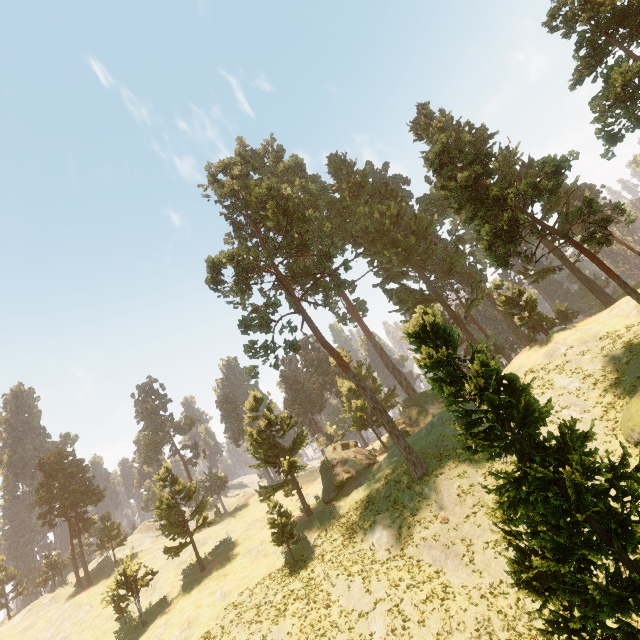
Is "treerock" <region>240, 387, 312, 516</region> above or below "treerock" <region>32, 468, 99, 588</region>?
below

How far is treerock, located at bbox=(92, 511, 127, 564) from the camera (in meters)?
56.28

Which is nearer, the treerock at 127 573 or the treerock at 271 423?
the treerock at 127 573

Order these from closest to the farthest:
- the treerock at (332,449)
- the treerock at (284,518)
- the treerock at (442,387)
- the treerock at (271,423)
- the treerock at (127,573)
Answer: the treerock at (442,387) < the treerock at (284,518) < the treerock at (127,573) < the treerock at (271,423) < the treerock at (332,449)

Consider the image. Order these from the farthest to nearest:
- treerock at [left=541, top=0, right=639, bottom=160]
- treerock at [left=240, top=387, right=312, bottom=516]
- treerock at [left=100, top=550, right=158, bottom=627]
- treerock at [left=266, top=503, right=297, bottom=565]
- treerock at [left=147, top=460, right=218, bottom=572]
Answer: treerock at [left=147, top=460, right=218, bottom=572] → treerock at [left=240, top=387, right=312, bottom=516] → treerock at [left=100, top=550, right=158, bottom=627] → treerock at [left=266, top=503, right=297, bottom=565] → treerock at [left=541, top=0, right=639, bottom=160]

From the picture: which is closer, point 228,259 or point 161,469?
point 228,259
